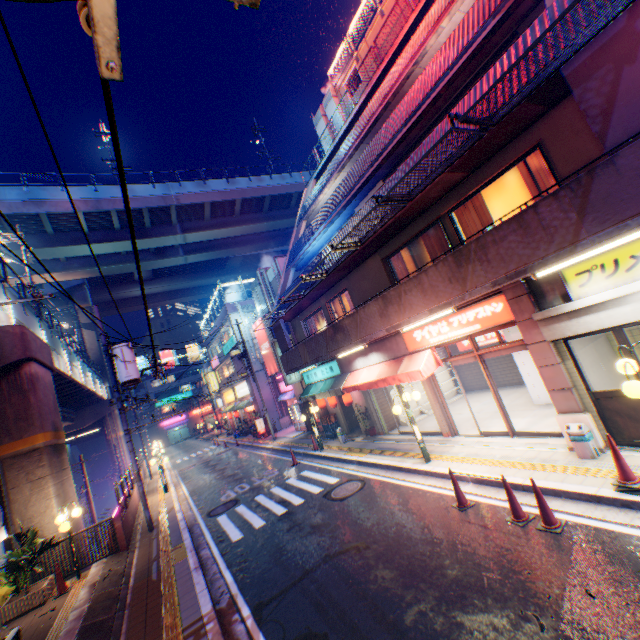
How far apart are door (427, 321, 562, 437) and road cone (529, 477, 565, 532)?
3.05m

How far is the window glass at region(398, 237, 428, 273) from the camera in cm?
1121

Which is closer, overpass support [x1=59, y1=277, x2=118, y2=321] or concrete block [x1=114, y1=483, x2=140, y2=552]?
concrete block [x1=114, y1=483, x2=140, y2=552]

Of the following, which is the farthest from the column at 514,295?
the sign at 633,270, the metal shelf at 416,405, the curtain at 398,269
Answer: the metal shelf at 416,405

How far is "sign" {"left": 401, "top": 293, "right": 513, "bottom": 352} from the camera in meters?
8.4 m

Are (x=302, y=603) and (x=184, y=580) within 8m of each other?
yes

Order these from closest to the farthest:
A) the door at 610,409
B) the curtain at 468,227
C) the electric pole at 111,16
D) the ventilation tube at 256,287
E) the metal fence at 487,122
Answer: the electric pole at 111,16
the metal fence at 487,122
the door at 610,409
the curtain at 468,227
the ventilation tube at 256,287

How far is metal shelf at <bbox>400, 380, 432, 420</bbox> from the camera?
15.6 meters
